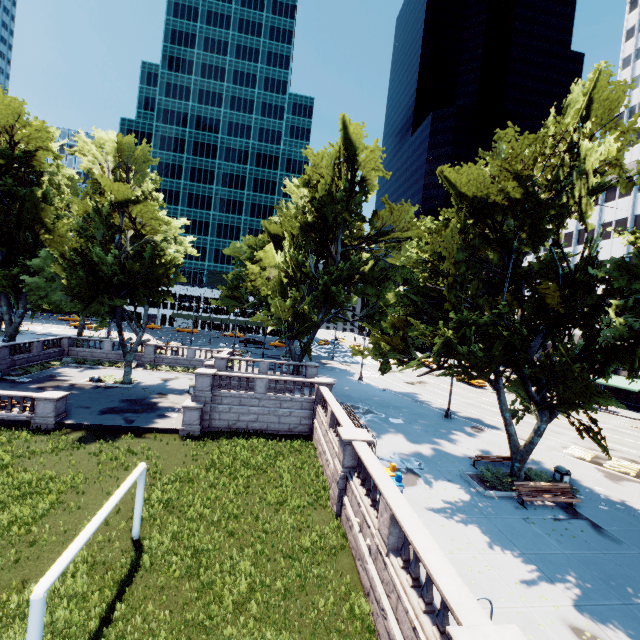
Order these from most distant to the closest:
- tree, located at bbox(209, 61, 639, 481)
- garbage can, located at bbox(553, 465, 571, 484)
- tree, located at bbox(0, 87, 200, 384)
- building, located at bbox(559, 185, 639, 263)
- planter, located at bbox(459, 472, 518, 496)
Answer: building, located at bbox(559, 185, 639, 263)
tree, located at bbox(0, 87, 200, 384)
garbage can, located at bbox(553, 465, 571, 484)
planter, located at bbox(459, 472, 518, 496)
tree, located at bbox(209, 61, 639, 481)

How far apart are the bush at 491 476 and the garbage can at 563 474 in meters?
3.3 m

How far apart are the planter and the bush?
0.15m

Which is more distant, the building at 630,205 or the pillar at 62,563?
the building at 630,205

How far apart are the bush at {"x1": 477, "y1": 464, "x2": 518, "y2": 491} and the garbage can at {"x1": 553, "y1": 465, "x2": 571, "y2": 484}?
3.3m

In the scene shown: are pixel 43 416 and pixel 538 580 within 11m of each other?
no

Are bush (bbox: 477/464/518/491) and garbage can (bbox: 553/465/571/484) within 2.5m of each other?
no

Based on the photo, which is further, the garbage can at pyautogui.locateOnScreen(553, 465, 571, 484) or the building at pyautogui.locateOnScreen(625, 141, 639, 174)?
the building at pyautogui.locateOnScreen(625, 141, 639, 174)
